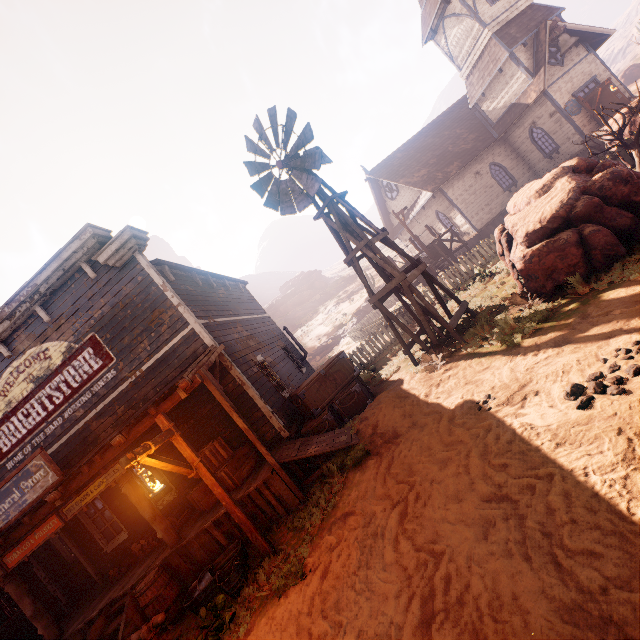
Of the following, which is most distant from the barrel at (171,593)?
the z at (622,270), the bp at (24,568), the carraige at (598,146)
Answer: the carraige at (598,146)

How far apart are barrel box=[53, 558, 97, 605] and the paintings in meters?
0.9

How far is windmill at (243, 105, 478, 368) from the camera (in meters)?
8.53

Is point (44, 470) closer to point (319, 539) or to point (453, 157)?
point (319, 539)

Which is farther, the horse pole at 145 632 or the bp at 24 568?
the bp at 24 568

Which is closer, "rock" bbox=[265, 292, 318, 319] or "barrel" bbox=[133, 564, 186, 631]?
"barrel" bbox=[133, 564, 186, 631]

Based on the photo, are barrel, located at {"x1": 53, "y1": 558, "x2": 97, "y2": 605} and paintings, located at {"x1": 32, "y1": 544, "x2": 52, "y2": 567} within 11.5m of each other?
yes

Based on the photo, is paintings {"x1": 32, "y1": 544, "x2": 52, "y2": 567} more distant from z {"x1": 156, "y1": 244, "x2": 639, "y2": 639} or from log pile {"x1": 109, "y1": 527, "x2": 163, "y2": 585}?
log pile {"x1": 109, "y1": 527, "x2": 163, "y2": 585}
